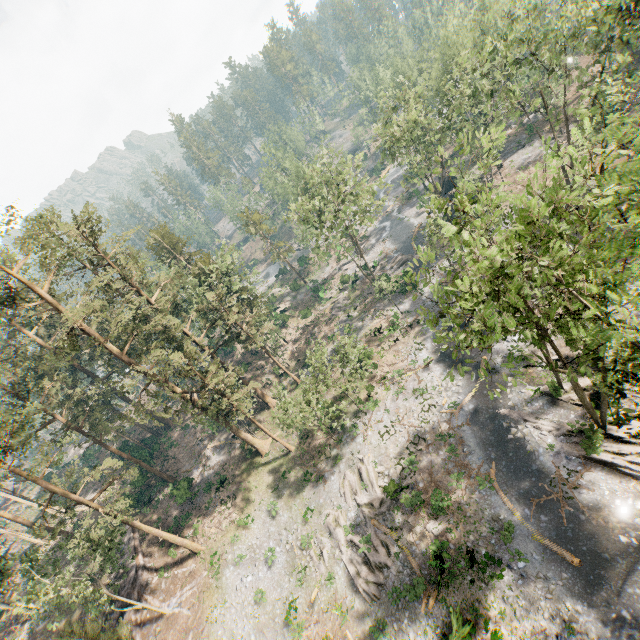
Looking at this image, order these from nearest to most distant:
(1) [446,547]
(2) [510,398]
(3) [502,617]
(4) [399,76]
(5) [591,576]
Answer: (5) [591,576] < (3) [502,617] < (1) [446,547] < (2) [510,398] < (4) [399,76]

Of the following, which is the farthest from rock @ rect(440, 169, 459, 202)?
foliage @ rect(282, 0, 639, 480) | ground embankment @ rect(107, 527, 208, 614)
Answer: ground embankment @ rect(107, 527, 208, 614)

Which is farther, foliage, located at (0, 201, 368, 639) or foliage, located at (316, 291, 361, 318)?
foliage, located at (316, 291, 361, 318)

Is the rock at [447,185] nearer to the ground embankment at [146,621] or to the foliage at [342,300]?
the foliage at [342,300]

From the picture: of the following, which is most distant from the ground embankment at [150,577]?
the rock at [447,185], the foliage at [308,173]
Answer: the rock at [447,185]

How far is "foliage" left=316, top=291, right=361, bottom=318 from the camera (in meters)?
49.72

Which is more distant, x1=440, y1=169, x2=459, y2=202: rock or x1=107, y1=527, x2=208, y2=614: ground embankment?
x1=440, y1=169, x2=459, y2=202: rock
